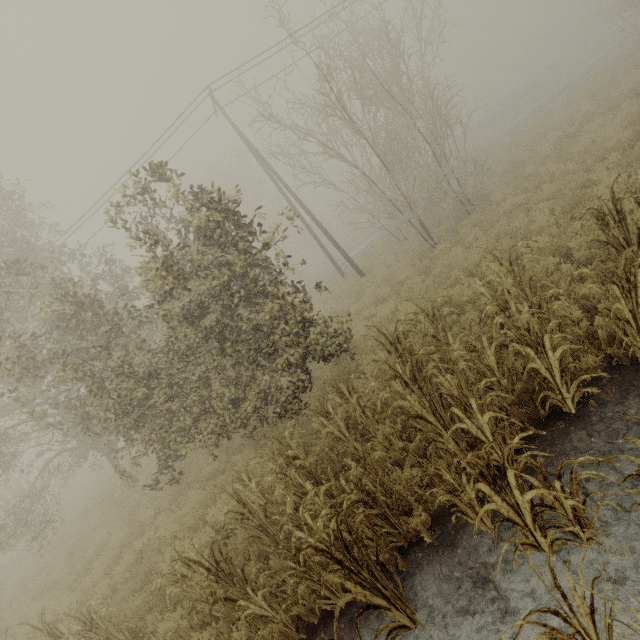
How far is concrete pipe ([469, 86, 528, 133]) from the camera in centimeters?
4124cm

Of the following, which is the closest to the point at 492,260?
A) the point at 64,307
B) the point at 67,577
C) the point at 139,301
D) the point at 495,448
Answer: the point at 495,448

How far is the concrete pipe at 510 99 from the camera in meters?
41.2

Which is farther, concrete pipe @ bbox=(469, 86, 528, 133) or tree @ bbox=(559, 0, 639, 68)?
concrete pipe @ bbox=(469, 86, 528, 133)

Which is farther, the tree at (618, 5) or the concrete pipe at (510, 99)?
the concrete pipe at (510, 99)
